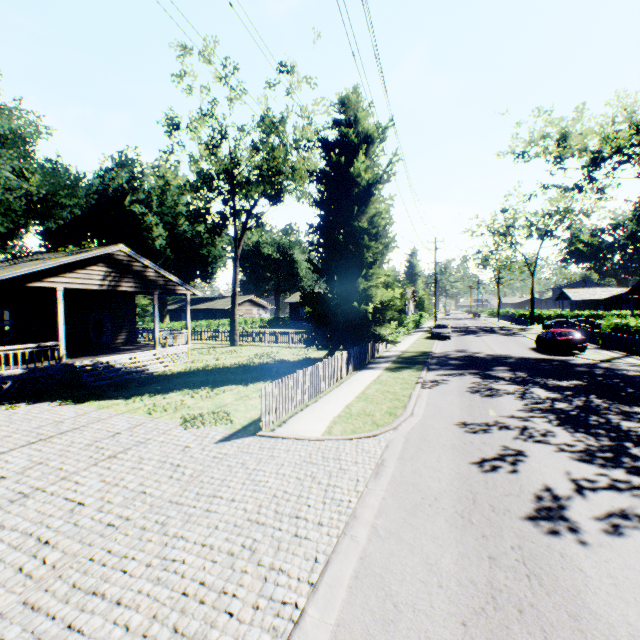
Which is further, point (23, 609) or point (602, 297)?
point (602, 297)

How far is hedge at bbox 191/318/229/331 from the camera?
41.8m

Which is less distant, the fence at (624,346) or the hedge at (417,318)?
the fence at (624,346)

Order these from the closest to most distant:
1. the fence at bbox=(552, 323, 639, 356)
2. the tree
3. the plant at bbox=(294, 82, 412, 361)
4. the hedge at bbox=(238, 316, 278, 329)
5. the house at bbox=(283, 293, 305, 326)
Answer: the plant at bbox=(294, 82, 412, 361)
the fence at bbox=(552, 323, 639, 356)
the tree
the hedge at bbox=(238, 316, 278, 329)
the house at bbox=(283, 293, 305, 326)

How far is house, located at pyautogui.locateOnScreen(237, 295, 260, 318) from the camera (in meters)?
56.31

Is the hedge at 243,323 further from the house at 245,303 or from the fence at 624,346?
the fence at 624,346

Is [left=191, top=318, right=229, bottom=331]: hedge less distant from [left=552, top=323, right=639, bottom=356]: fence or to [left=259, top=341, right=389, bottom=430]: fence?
[left=259, top=341, right=389, bottom=430]: fence

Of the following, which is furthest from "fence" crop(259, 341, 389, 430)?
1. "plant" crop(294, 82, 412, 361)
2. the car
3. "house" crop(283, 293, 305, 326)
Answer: "house" crop(283, 293, 305, 326)
